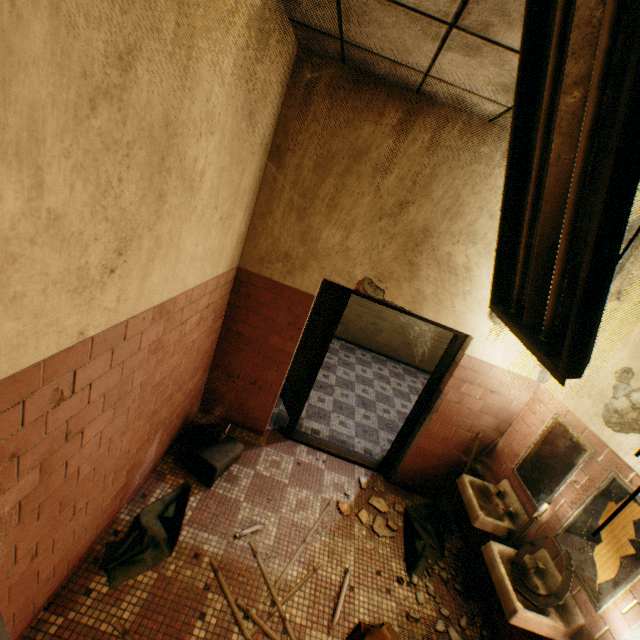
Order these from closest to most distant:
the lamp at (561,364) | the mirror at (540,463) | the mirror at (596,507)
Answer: the lamp at (561,364) < the mirror at (596,507) < the mirror at (540,463)

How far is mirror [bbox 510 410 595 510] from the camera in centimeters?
277cm

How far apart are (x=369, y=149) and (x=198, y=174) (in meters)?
1.69

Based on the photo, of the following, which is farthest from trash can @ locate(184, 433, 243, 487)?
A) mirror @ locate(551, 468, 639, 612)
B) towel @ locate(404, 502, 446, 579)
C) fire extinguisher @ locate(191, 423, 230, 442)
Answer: mirror @ locate(551, 468, 639, 612)

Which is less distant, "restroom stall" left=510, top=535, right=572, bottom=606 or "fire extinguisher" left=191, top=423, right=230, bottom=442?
"restroom stall" left=510, top=535, right=572, bottom=606

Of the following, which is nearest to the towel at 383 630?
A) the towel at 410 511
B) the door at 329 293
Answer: the towel at 410 511

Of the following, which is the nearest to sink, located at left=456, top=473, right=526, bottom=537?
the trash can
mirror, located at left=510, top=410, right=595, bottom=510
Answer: mirror, located at left=510, top=410, right=595, bottom=510

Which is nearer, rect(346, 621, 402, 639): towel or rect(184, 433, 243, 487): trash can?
rect(346, 621, 402, 639): towel
